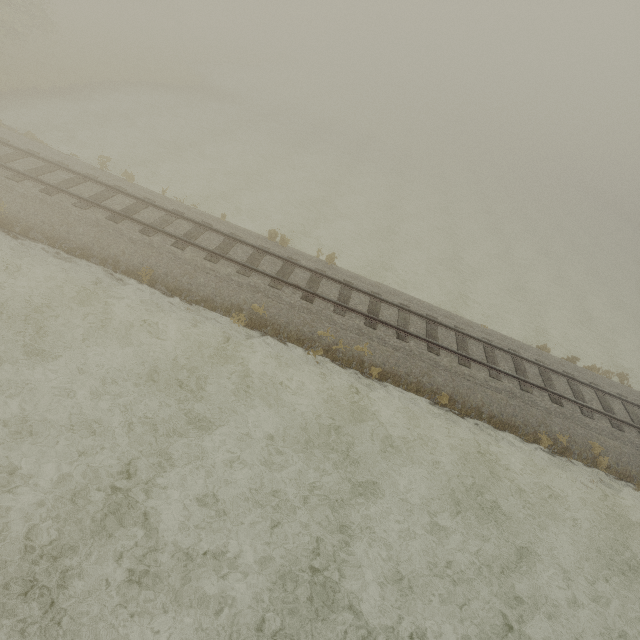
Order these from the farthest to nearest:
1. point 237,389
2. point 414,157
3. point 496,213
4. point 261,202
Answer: point 414,157
point 496,213
point 261,202
point 237,389
